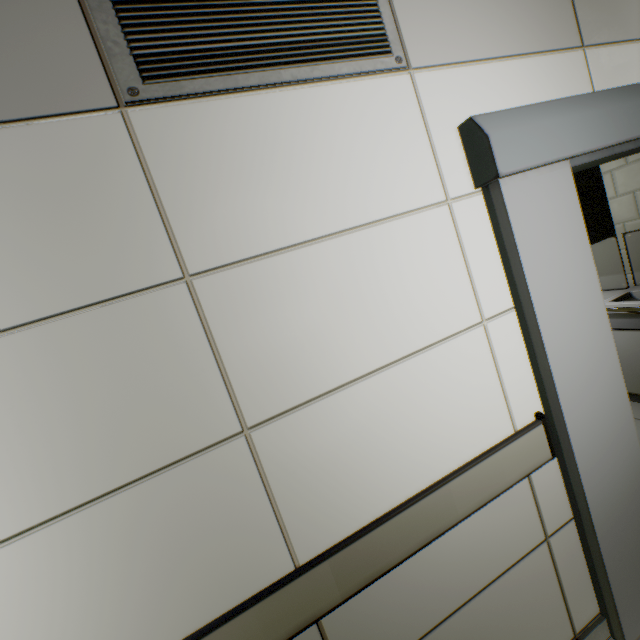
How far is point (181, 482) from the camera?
0.9m

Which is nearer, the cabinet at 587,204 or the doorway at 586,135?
the doorway at 586,135

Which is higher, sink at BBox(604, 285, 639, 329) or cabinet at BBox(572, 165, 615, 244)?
cabinet at BBox(572, 165, 615, 244)

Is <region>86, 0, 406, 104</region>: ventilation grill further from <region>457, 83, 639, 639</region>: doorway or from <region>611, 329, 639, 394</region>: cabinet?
<region>611, 329, 639, 394</region>: cabinet

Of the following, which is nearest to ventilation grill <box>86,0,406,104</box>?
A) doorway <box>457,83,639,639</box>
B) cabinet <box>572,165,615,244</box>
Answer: doorway <box>457,83,639,639</box>

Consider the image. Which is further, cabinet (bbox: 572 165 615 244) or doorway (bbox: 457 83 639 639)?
cabinet (bbox: 572 165 615 244)

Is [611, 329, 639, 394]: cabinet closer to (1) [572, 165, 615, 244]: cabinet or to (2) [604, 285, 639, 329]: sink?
(2) [604, 285, 639, 329]: sink

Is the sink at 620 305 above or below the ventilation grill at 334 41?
below
